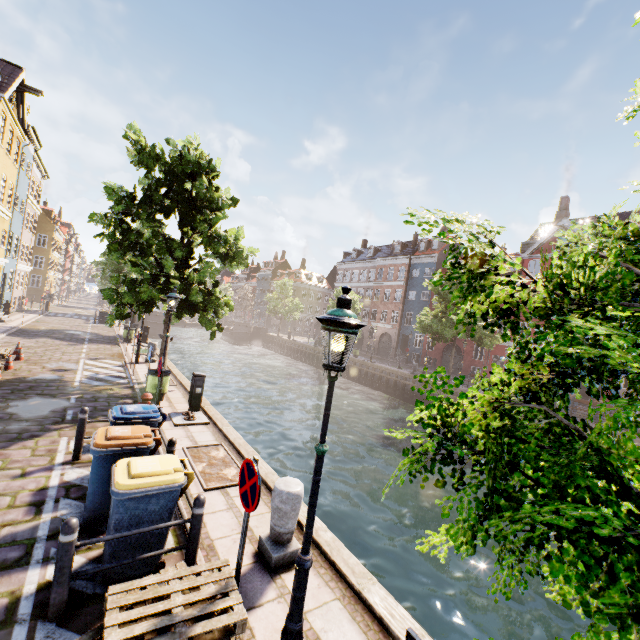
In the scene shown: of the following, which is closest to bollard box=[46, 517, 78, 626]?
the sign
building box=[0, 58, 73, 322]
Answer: the sign

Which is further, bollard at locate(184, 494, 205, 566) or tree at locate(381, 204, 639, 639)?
bollard at locate(184, 494, 205, 566)

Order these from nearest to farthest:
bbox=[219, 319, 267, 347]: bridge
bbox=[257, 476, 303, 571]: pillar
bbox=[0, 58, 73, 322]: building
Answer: bbox=[257, 476, 303, 571]: pillar
bbox=[0, 58, 73, 322]: building
bbox=[219, 319, 267, 347]: bridge

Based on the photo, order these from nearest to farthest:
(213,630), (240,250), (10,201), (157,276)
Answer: (213,630), (157,276), (240,250), (10,201)

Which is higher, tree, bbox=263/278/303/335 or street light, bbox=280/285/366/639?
tree, bbox=263/278/303/335

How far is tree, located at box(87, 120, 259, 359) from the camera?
11.48m

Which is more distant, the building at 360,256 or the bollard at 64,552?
the building at 360,256

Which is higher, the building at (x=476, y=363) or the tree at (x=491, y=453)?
the tree at (x=491, y=453)
